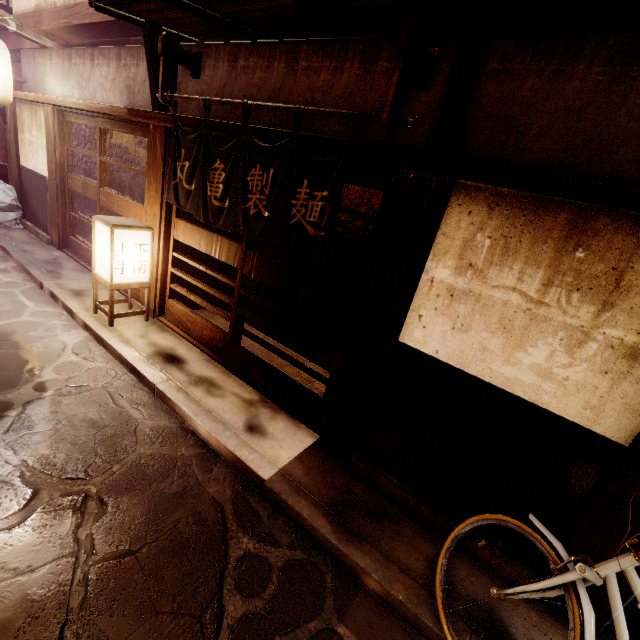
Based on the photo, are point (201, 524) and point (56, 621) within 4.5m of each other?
yes

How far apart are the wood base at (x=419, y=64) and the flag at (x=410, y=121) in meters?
0.0 m

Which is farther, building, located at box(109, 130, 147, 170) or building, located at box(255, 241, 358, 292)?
building, located at box(109, 130, 147, 170)

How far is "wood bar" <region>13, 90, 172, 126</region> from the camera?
7.7m

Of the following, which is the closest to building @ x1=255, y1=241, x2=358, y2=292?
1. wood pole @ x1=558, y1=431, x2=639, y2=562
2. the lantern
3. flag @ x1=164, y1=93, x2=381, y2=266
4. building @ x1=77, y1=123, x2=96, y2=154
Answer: building @ x1=77, y1=123, x2=96, y2=154

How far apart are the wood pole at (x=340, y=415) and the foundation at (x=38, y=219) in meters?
14.3

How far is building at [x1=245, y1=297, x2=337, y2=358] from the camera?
10.8m

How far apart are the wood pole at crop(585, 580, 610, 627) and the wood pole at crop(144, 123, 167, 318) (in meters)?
10.21
